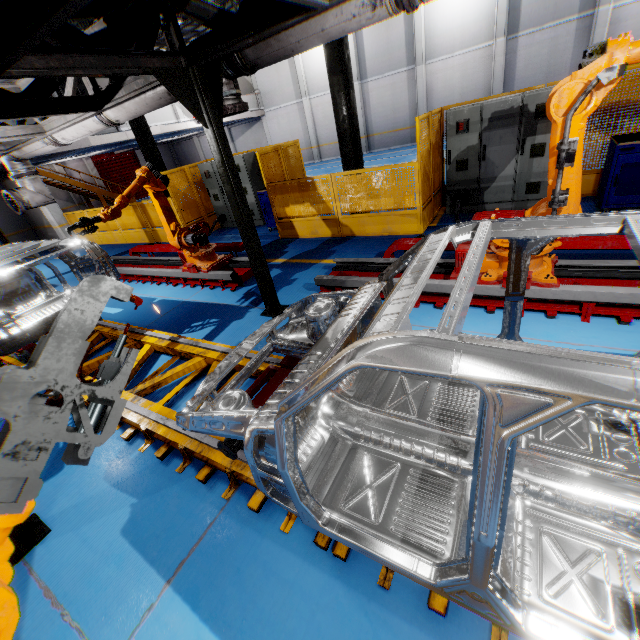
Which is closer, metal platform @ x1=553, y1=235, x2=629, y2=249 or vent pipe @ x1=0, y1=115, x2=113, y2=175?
metal platform @ x1=553, y1=235, x2=629, y2=249

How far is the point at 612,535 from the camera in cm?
177

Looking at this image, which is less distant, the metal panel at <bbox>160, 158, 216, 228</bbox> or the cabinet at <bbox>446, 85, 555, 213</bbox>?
the cabinet at <bbox>446, 85, 555, 213</bbox>

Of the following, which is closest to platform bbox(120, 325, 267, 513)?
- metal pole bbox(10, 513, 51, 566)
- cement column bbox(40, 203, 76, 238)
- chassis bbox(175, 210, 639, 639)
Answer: chassis bbox(175, 210, 639, 639)

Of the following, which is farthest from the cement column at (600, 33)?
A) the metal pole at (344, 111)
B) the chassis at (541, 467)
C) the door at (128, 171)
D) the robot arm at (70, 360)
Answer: the door at (128, 171)

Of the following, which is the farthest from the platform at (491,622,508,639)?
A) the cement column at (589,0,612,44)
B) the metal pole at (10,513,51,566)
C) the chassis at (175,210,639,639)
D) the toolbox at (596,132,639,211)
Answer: the cement column at (589,0,612,44)

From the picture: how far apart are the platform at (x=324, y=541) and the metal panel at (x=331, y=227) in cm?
456

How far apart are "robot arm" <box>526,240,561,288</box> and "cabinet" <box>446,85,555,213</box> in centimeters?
330cm
